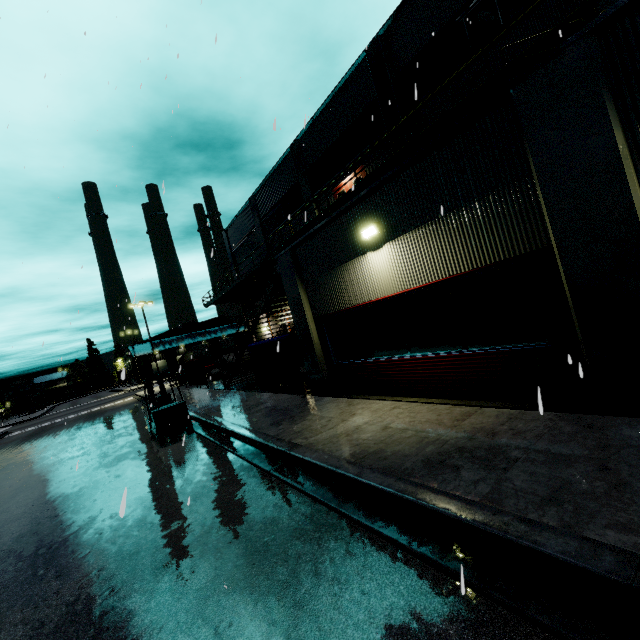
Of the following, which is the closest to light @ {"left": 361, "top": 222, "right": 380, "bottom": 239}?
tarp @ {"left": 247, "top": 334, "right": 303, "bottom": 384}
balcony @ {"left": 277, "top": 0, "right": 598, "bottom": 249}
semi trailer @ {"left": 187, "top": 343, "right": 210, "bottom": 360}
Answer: balcony @ {"left": 277, "top": 0, "right": 598, "bottom": 249}

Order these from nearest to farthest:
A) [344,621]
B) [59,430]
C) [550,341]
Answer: [344,621] → [550,341] → [59,430]

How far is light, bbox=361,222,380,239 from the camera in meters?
7.5

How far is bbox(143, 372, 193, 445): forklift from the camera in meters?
10.2

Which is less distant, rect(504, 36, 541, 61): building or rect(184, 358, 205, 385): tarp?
rect(504, 36, 541, 61): building

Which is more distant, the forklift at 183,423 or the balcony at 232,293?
the balcony at 232,293

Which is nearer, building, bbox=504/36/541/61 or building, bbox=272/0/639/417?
building, bbox=272/0/639/417

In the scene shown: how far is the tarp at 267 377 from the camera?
12.2 meters
